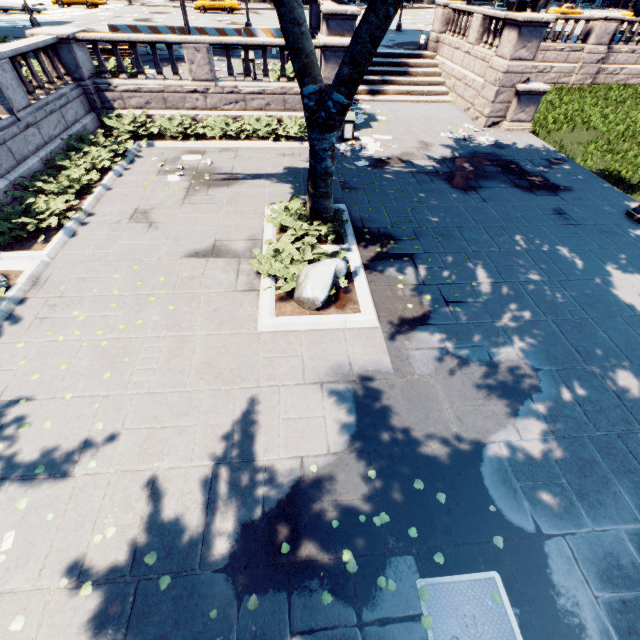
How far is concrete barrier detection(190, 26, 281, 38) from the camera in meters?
19.9

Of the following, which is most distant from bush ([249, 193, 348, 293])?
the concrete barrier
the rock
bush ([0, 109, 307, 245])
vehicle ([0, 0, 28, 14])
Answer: vehicle ([0, 0, 28, 14])

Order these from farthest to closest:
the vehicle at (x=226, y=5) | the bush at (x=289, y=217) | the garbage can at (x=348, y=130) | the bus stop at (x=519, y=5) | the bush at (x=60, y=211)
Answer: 1. the vehicle at (x=226, y=5)
2. the bus stop at (x=519, y=5)
3. the garbage can at (x=348, y=130)
4. the bush at (x=60, y=211)
5. the bush at (x=289, y=217)

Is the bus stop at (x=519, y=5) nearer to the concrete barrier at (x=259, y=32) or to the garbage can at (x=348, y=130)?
the concrete barrier at (x=259, y=32)

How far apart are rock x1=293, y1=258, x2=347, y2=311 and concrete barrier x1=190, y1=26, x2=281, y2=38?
21.17m

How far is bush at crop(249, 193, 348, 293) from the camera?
7.17m

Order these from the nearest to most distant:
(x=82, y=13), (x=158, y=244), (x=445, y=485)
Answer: (x=445, y=485) < (x=158, y=244) < (x=82, y=13)

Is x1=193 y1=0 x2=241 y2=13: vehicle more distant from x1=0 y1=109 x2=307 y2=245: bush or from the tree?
x1=0 y1=109 x2=307 y2=245: bush
